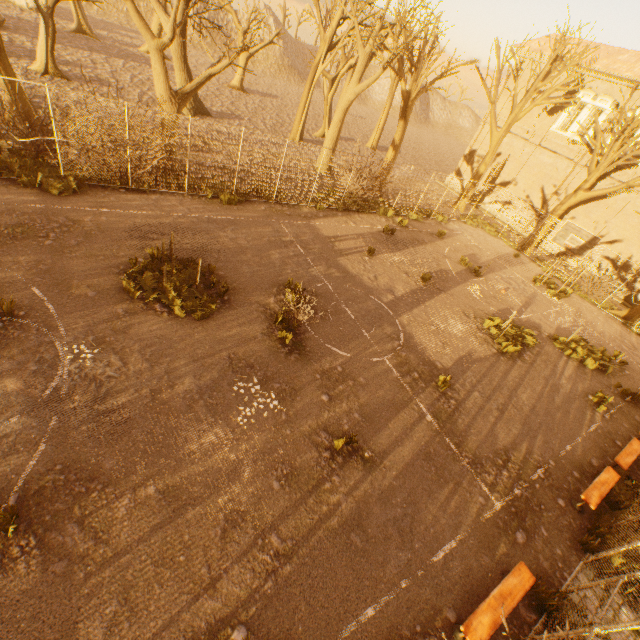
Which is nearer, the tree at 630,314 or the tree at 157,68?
the tree at 157,68

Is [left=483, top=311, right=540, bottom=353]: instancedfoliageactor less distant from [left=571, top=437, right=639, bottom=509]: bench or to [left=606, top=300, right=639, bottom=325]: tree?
[left=571, top=437, right=639, bottom=509]: bench

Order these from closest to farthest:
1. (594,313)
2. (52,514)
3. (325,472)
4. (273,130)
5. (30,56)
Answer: (52,514)
(325,472)
(594,313)
(30,56)
(273,130)

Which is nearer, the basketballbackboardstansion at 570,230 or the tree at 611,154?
the basketballbackboardstansion at 570,230

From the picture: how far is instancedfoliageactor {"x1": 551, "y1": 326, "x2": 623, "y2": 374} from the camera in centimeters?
1366cm

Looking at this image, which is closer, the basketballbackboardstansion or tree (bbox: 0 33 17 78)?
tree (bbox: 0 33 17 78)

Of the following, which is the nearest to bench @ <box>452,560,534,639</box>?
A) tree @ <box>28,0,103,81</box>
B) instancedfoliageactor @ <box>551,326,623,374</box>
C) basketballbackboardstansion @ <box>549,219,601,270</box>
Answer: A: tree @ <box>28,0,103,81</box>

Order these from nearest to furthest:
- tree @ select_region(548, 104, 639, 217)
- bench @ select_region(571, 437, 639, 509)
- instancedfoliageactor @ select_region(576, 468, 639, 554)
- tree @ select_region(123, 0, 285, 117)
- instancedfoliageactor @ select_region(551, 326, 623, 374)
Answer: instancedfoliageactor @ select_region(576, 468, 639, 554) < bench @ select_region(571, 437, 639, 509) < tree @ select_region(123, 0, 285, 117) < instancedfoliageactor @ select_region(551, 326, 623, 374) < tree @ select_region(548, 104, 639, 217)
